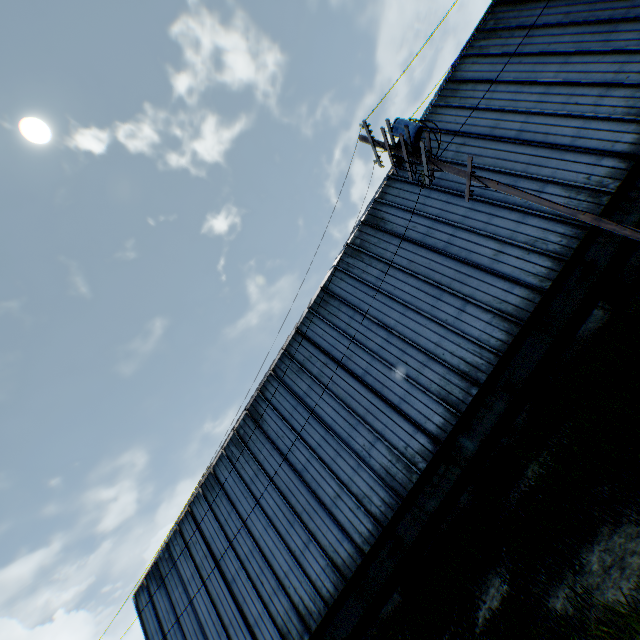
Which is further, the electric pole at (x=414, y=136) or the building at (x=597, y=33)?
the building at (x=597, y=33)

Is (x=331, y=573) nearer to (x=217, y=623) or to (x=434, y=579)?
(x=434, y=579)

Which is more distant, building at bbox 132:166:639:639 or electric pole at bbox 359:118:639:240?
building at bbox 132:166:639:639
